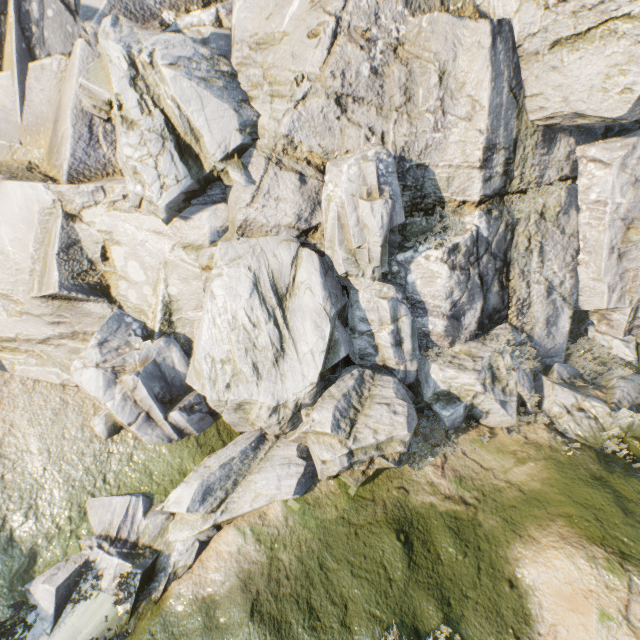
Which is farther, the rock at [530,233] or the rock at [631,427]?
the rock at [631,427]

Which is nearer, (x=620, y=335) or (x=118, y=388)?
(x=118, y=388)

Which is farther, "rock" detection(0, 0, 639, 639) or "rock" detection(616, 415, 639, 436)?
"rock" detection(616, 415, 639, 436)
